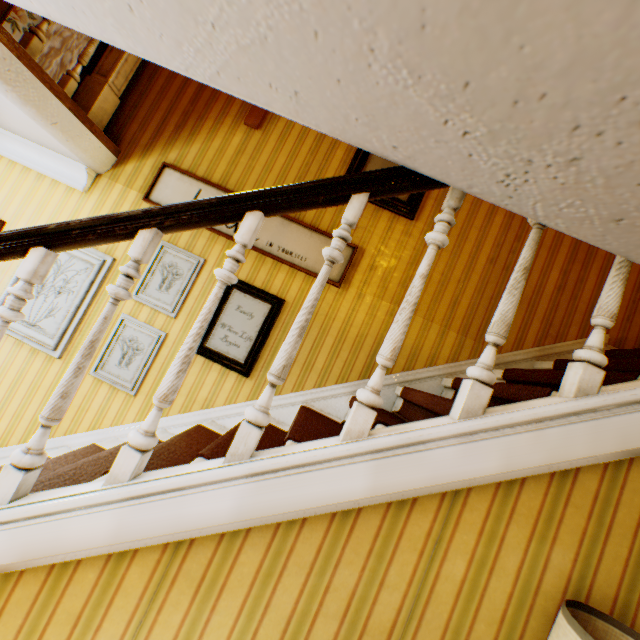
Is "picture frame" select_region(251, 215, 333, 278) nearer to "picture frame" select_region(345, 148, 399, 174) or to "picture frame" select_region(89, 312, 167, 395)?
"picture frame" select_region(345, 148, 399, 174)

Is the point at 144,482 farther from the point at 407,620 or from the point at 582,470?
the point at 582,470

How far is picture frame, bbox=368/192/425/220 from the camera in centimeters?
294cm

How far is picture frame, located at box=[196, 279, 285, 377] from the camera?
2.79m

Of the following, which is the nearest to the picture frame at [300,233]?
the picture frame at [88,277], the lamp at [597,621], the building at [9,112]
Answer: the building at [9,112]

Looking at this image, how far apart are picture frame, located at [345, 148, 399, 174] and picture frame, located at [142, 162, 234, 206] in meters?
0.4

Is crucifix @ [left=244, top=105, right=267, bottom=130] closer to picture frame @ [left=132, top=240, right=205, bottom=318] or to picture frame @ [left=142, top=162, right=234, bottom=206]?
picture frame @ [left=142, top=162, right=234, bottom=206]
